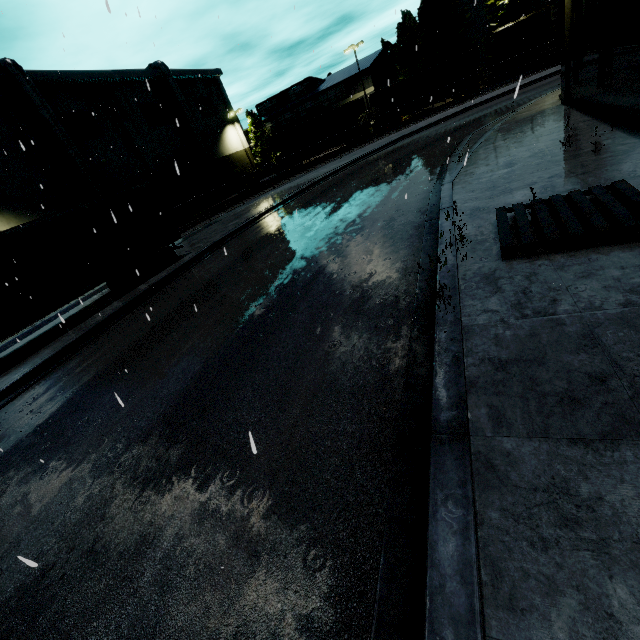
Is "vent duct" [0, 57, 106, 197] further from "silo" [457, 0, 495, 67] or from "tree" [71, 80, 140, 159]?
"silo" [457, 0, 495, 67]

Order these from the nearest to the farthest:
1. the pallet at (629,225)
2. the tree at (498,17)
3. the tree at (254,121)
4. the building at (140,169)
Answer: the pallet at (629,225), the building at (140,169), the tree at (498,17), the tree at (254,121)

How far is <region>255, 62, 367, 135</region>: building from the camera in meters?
45.4 m

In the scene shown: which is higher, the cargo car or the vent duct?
the vent duct

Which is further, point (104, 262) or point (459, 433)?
point (104, 262)

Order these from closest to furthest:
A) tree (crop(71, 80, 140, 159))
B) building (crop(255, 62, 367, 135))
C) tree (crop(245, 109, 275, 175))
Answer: tree (crop(71, 80, 140, 159)) → building (crop(255, 62, 367, 135)) → tree (crop(245, 109, 275, 175))

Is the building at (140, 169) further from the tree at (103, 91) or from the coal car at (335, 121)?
the coal car at (335, 121)

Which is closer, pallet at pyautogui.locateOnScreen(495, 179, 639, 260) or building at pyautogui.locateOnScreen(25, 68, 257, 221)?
pallet at pyautogui.locateOnScreen(495, 179, 639, 260)
